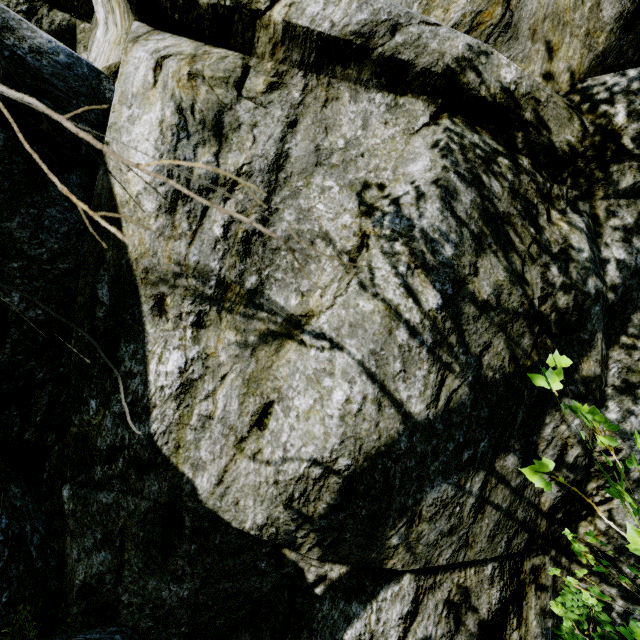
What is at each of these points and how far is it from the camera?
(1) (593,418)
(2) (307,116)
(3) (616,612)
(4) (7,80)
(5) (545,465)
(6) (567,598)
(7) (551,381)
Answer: (1) instancedfoliageactor, 1.23m
(2) rock, 2.74m
(3) rock, 3.42m
(4) rock, 2.16m
(5) instancedfoliageactor, 1.05m
(6) instancedfoliageactor, 2.86m
(7) instancedfoliageactor, 1.09m

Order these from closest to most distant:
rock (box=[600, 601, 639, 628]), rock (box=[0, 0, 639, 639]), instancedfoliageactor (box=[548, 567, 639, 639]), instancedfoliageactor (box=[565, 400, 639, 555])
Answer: instancedfoliageactor (box=[565, 400, 639, 555]), instancedfoliageactor (box=[548, 567, 639, 639]), rock (box=[0, 0, 639, 639]), rock (box=[600, 601, 639, 628])

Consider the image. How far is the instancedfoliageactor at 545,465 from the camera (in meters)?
1.04

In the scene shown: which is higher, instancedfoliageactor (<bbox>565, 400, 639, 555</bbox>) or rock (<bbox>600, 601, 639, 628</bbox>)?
instancedfoliageactor (<bbox>565, 400, 639, 555</bbox>)

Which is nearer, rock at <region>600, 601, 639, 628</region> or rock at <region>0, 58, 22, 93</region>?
rock at <region>0, 58, 22, 93</region>

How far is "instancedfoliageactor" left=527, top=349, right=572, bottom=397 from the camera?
1.1 meters
